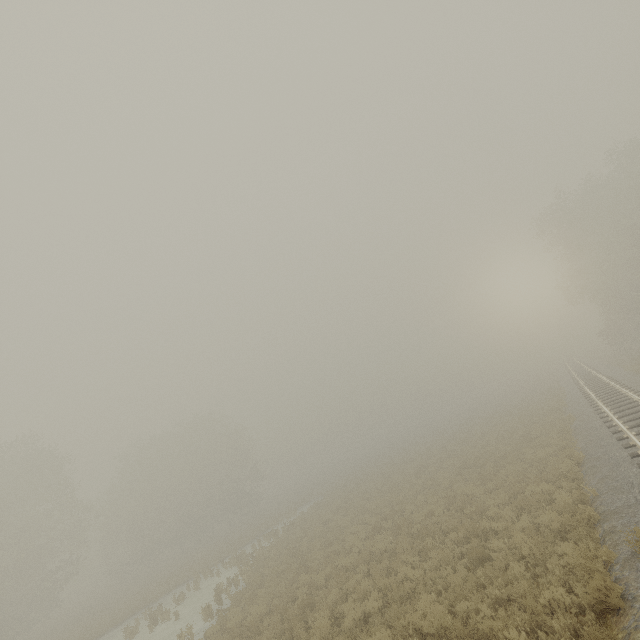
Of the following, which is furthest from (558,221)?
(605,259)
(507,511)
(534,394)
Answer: (507,511)
